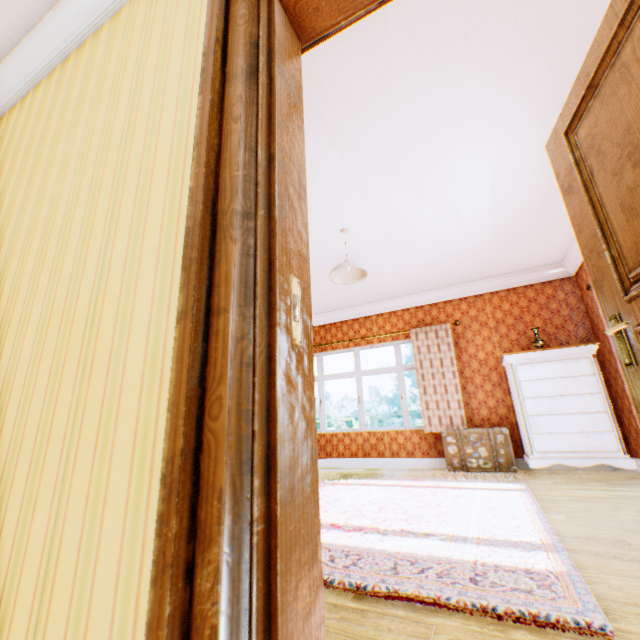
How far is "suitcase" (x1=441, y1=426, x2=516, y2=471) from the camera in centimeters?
479cm

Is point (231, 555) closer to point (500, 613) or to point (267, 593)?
point (267, 593)

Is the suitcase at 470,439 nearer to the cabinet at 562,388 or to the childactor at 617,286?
the cabinet at 562,388

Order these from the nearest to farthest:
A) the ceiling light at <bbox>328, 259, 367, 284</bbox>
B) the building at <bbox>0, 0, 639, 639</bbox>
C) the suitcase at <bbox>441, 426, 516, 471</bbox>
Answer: the building at <bbox>0, 0, 639, 639</bbox> → the ceiling light at <bbox>328, 259, 367, 284</bbox> → the suitcase at <bbox>441, 426, 516, 471</bbox>

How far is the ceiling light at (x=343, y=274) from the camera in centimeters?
381cm

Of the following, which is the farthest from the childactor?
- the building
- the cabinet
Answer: the cabinet

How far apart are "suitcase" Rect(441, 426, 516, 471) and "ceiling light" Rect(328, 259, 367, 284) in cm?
303

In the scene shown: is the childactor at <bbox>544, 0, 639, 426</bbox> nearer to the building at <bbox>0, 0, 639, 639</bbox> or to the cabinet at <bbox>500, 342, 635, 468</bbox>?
the building at <bbox>0, 0, 639, 639</bbox>
